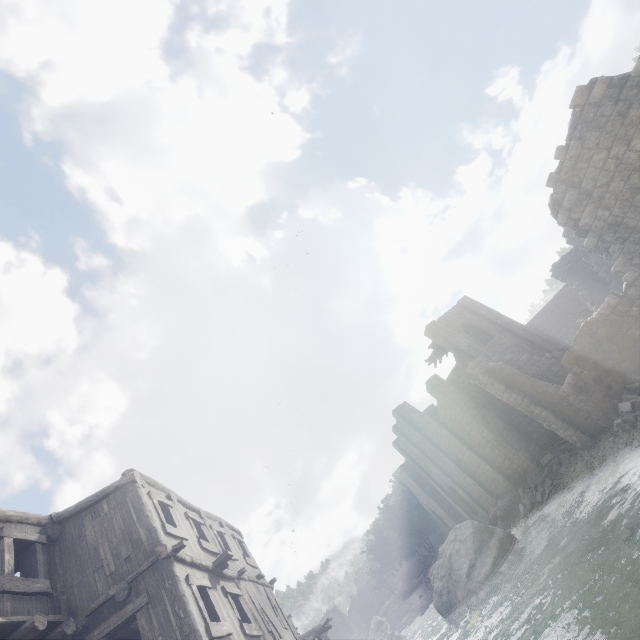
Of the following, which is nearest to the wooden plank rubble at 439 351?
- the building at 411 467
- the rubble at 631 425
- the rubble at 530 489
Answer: the building at 411 467

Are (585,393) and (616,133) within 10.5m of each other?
no

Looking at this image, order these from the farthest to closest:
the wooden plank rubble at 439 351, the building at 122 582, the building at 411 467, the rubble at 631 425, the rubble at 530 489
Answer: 1. the wooden plank rubble at 439 351
2. the rubble at 530 489
3. the rubble at 631 425
4. the building at 411 467
5. the building at 122 582

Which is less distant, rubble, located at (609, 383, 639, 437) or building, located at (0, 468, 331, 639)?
building, located at (0, 468, 331, 639)

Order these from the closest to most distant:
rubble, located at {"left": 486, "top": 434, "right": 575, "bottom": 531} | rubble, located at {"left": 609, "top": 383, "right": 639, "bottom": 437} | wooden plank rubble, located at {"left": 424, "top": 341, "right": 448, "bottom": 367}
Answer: rubble, located at {"left": 609, "top": 383, "right": 639, "bottom": 437}, rubble, located at {"left": 486, "top": 434, "right": 575, "bottom": 531}, wooden plank rubble, located at {"left": 424, "top": 341, "right": 448, "bottom": 367}

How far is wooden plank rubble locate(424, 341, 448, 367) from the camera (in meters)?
31.31

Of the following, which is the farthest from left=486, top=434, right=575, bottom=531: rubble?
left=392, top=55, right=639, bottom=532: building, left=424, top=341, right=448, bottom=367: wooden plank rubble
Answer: left=424, top=341, right=448, bottom=367: wooden plank rubble

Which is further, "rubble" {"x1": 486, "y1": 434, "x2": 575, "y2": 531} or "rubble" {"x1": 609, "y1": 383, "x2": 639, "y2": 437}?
"rubble" {"x1": 486, "y1": 434, "x2": 575, "y2": 531}
